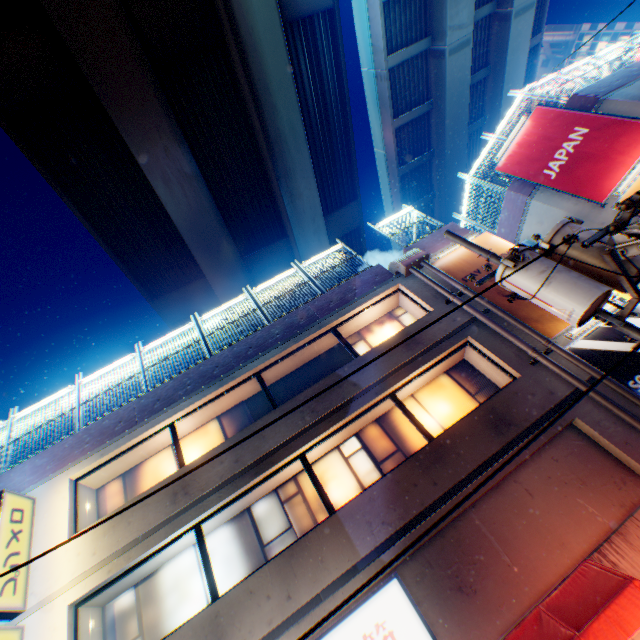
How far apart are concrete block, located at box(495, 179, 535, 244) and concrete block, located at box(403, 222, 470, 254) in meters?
2.9

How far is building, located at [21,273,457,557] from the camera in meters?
8.2

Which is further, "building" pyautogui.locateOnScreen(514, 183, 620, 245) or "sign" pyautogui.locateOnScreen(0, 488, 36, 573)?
"building" pyautogui.locateOnScreen(514, 183, 620, 245)

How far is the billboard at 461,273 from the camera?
10.07m

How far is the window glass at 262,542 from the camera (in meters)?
7.43

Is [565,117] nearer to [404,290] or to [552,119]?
[552,119]

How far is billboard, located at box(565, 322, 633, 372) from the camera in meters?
7.6

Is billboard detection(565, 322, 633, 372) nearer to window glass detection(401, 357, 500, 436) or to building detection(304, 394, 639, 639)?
building detection(304, 394, 639, 639)
